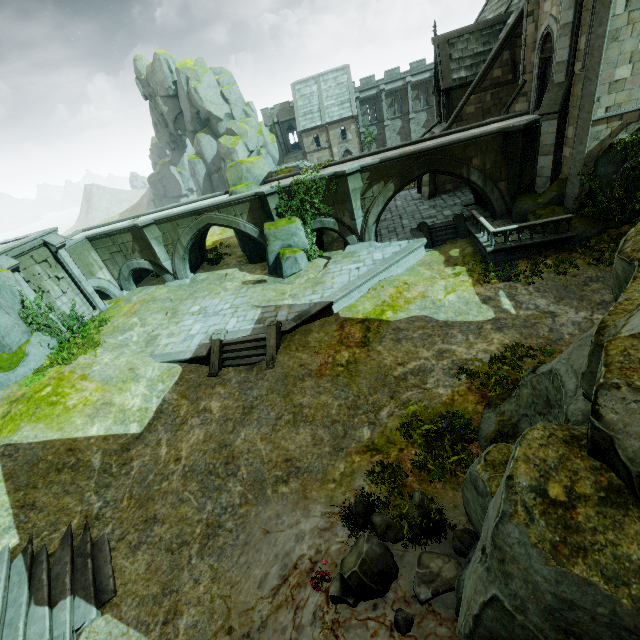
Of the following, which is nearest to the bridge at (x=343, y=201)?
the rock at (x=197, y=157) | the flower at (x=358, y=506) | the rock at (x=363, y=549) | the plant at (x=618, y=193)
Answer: the plant at (x=618, y=193)

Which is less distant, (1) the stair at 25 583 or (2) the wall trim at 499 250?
(1) the stair at 25 583

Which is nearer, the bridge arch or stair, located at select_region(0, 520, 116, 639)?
stair, located at select_region(0, 520, 116, 639)

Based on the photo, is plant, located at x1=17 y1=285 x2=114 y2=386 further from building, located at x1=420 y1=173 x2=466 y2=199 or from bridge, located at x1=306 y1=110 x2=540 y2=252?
building, located at x1=420 y1=173 x2=466 y2=199

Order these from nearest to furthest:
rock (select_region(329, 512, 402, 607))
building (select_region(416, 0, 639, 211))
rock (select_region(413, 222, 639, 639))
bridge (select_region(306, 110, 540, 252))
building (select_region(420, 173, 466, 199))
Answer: rock (select_region(413, 222, 639, 639)) < rock (select_region(329, 512, 402, 607)) < building (select_region(416, 0, 639, 211)) < bridge (select_region(306, 110, 540, 252)) < building (select_region(420, 173, 466, 199))

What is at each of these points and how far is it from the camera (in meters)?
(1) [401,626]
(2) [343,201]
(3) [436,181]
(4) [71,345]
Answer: (1) rock, 5.29
(2) bridge, 20.17
(3) building, 26.06
(4) plant, 17.17

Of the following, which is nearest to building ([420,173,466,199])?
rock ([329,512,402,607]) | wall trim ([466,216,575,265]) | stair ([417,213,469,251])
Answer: wall trim ([466,216,575,265])

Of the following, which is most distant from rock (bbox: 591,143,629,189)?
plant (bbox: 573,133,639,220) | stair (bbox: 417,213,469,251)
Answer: stair (bbox: 417,213,469,251)
